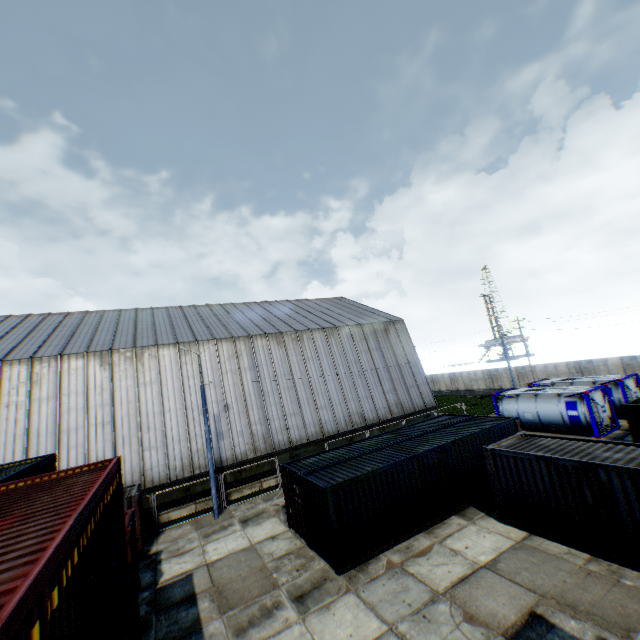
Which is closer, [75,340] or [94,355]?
[94,355]

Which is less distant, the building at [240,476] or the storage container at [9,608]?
the storage container at [9,608]

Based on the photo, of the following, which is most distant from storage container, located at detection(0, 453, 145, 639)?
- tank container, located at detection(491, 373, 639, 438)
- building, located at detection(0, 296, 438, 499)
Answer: tank container, located at detection(491, 373, 639, 438)

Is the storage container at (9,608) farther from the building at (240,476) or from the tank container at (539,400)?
the tank container at (539,400)

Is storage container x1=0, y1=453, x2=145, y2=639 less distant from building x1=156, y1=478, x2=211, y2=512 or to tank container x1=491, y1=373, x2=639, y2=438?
building x1=156, y1=478, x2=211, y2=512

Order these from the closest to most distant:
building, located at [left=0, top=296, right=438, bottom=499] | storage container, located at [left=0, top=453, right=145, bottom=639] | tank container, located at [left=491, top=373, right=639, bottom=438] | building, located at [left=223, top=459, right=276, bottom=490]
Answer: storage container, located at [left=0, top=453, right=145, bottom=639] < building, located at [left=0, top=296, right=438, bottom=499] < tank container, located at [left=491, top=373, right=639, bottom=438] < building, located at [left=223, top=459, right=276, bottom=490]
